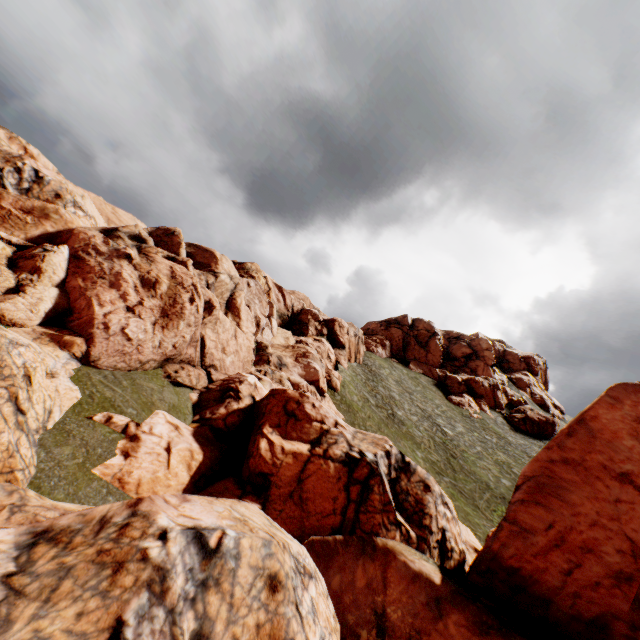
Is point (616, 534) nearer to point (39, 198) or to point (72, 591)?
point (72, 591)

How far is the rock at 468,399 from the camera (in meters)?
54.28

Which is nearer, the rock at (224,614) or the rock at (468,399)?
the rock at (224,614)

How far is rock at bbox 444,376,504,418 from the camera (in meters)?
54.28

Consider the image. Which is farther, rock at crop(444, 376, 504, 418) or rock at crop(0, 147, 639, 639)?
rock at crop(444, 376, 504, 418)

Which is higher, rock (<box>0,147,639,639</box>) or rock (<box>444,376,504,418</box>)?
rock (<box>444,376,504,418</box>)
